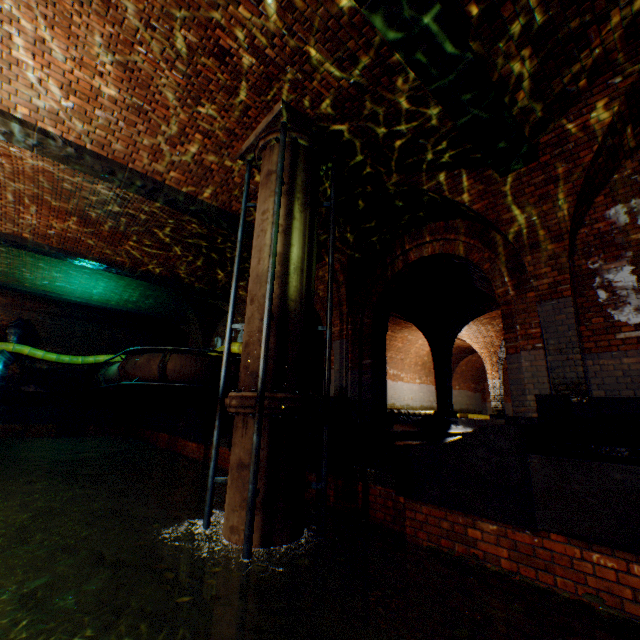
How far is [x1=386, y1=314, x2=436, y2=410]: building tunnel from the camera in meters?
16.9 m

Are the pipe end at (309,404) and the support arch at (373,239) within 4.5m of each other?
yes

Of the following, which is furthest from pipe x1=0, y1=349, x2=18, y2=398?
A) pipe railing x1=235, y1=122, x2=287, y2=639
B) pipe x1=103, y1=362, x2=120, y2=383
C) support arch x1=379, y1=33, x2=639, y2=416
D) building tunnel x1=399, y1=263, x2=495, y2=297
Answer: support arch x1=379, y1=33, x2=639, y2=416

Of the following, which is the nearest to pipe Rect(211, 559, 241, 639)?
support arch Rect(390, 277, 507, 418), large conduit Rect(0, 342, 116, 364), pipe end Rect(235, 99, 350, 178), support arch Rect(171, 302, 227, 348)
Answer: pipe end Rect(235, 99, 350, 178)

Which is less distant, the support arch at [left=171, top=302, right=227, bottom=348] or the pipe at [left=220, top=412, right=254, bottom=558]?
the pipe at [left=220, top=412, right=254, bottom=558]

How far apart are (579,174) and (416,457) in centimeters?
490cm

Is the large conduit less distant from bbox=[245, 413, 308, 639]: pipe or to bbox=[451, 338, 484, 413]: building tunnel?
bbox=[451, 338, 484, 413]: building tunnel

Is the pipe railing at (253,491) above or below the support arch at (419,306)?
below
